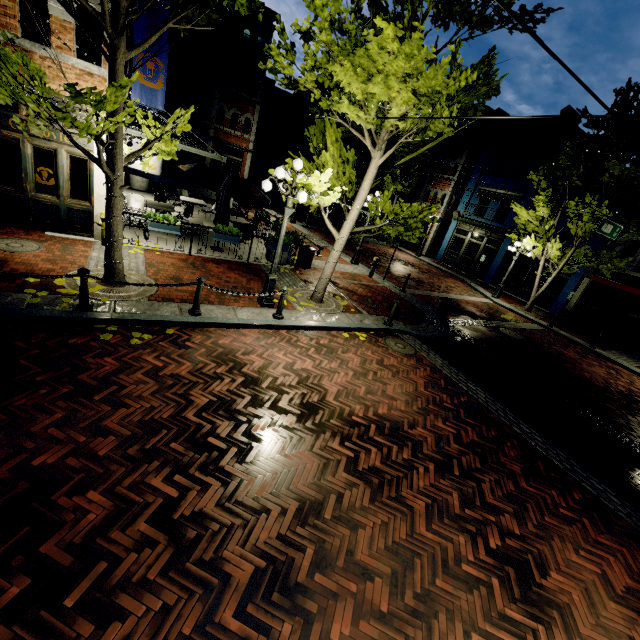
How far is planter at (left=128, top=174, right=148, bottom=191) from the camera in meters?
17.5

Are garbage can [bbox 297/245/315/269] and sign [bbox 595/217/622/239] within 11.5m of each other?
yes

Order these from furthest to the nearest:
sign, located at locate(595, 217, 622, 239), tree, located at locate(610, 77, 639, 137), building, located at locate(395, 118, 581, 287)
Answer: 1. building, located at locate(395, 118, 581, 287)
2. tree, located at locate(610, 77, 639, 137)
3. sign, located at locate(595, 217, 622, 239)

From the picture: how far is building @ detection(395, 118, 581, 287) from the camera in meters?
21.4

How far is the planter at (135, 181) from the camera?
17.53m

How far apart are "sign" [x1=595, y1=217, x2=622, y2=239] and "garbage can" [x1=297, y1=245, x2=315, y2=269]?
9.5 meters

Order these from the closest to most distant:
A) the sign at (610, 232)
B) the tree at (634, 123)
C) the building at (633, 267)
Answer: the sign at (610, 232)
the tree at (634, 123)
the building at (633, 267)

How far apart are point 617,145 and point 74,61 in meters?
20.1 m
